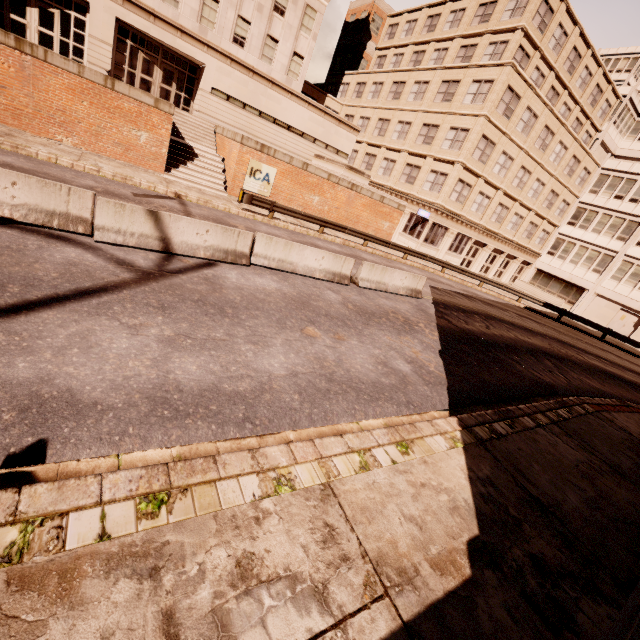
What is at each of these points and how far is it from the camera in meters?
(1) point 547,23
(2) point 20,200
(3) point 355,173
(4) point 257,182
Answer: (1) building, 25.1 m
(2) barrier, 7.0 m
(3) planter, 23.5 m
(4) sign, 19.6 m

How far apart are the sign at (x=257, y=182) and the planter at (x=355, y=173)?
5.4m

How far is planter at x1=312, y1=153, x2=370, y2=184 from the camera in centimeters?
2305cm

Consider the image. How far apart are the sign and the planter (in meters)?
5.45

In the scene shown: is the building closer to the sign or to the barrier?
the sign

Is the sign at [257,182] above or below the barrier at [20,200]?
above

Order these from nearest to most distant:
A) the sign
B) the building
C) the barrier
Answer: the barrier, the sign, the building

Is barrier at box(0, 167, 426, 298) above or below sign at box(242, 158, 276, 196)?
below
